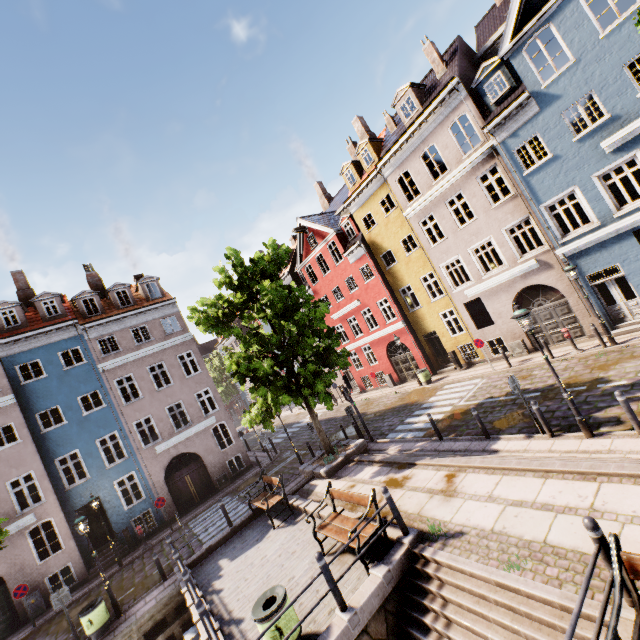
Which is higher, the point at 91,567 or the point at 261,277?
the point at 261,277

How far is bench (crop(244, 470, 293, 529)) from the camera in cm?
1132

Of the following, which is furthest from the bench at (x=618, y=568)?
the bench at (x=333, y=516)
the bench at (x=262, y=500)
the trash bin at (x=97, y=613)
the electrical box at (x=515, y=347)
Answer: the electrical box at (x=515, y=347)

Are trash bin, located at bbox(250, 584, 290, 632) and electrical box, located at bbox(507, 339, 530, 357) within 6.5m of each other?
no

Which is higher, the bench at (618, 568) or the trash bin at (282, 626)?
the bench at (618, 568)

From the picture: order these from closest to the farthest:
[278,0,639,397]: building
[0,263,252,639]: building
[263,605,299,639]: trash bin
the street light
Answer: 1. [263,605,299,639]: trash bin
2. the street light
3. [278,0,639,397]: building
4. [0,263,252,639]: building

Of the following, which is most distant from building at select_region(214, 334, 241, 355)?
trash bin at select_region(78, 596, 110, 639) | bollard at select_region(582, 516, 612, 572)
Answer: bollard at select_region(582, 516, 612, 572)

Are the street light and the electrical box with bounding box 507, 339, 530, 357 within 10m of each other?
yes
